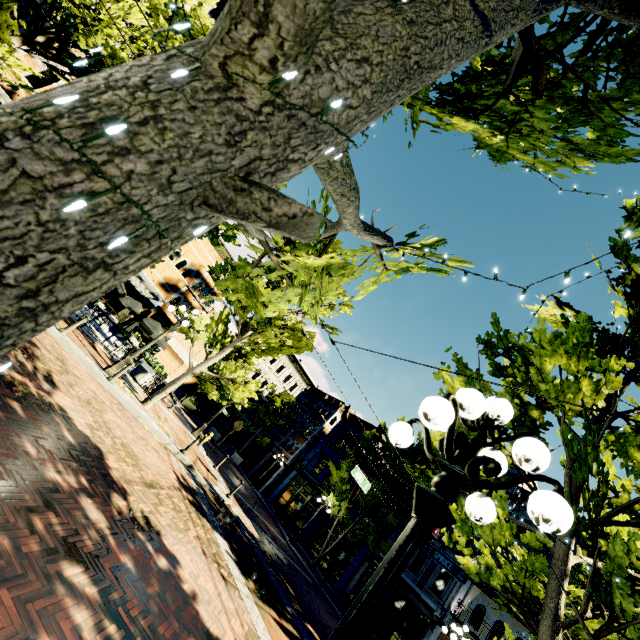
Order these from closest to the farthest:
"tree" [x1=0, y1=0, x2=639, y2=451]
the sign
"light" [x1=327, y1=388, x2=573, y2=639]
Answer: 1. "tree" [x1=0, y1=0, x2=639, y2=451]
2. "light" [x1=327, y1=388, x2=573, y2=639]
3. the sign

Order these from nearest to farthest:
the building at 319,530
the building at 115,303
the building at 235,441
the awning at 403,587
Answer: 1. the awning at 403,587
2. the building at 319,530
3. the building at 115,303
4. the building at 235,441

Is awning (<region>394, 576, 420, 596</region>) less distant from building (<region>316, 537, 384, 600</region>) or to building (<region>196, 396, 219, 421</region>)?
building (<region>316, 537, 384, 600</region>)

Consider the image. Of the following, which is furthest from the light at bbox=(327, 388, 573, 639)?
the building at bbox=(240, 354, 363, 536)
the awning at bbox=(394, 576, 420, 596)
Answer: the awning at bbox=(394, 576, 420, 596)

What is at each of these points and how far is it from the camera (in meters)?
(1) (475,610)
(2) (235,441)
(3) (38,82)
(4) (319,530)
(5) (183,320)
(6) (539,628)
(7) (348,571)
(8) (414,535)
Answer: →
(1) building, 17.00
(2) building, 39.50
(3) building, 12.16
(4) building, 25.09
(5) light, 12.12
(6) tree, 3.79
(7) building, 20.75
(8) light, 2.29

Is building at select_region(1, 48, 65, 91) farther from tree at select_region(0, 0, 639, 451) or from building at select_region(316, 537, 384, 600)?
building at select_region(316, 537, 384, 600)

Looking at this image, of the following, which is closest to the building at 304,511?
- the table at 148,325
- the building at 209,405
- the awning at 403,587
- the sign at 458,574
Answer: the awning at 403,587

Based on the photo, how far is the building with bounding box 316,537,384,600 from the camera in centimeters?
2028cm
